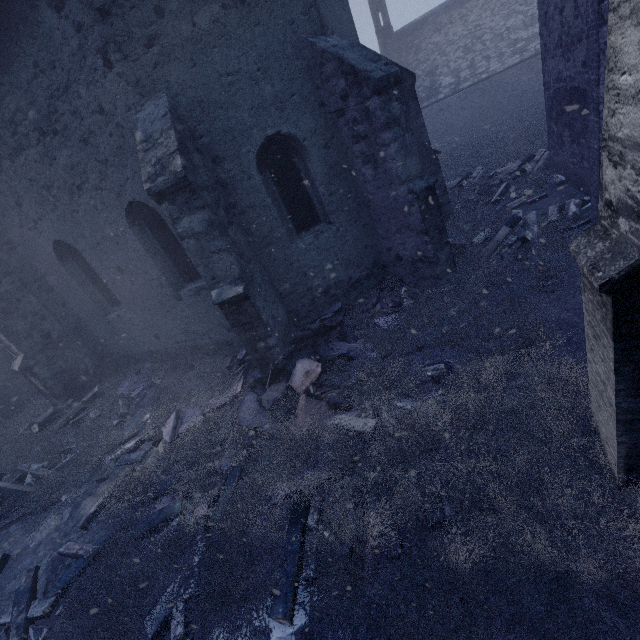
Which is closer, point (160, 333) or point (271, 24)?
point (271, 24)

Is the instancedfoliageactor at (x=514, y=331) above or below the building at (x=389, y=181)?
below

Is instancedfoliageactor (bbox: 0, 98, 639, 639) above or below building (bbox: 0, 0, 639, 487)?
Answer: below
